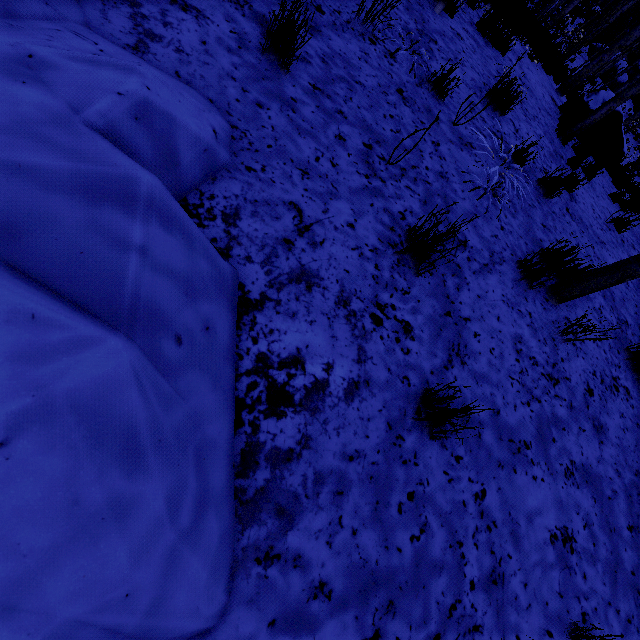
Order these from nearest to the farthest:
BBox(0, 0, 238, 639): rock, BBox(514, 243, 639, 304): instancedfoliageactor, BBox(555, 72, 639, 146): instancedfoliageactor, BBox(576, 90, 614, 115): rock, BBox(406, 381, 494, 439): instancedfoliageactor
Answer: BBox(0, 0, 238, 639): rock
BBox(406, 381, 494, 439): instancedfoliageactor
BBox(514, 243, 639, 304): instancedfoliageactor
BBox(555, 72, 639, 146): instancedfoliageactor
BBox(576, 90, 614, 115): rock

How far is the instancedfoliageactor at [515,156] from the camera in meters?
3.5 m

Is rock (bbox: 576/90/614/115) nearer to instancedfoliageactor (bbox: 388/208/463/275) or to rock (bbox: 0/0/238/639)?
instancedfoliageactor (bbox: 388/208/463/275)

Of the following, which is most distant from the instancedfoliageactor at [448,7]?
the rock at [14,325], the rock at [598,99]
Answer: the rock at [598,99]

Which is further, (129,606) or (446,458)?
(446,458)
